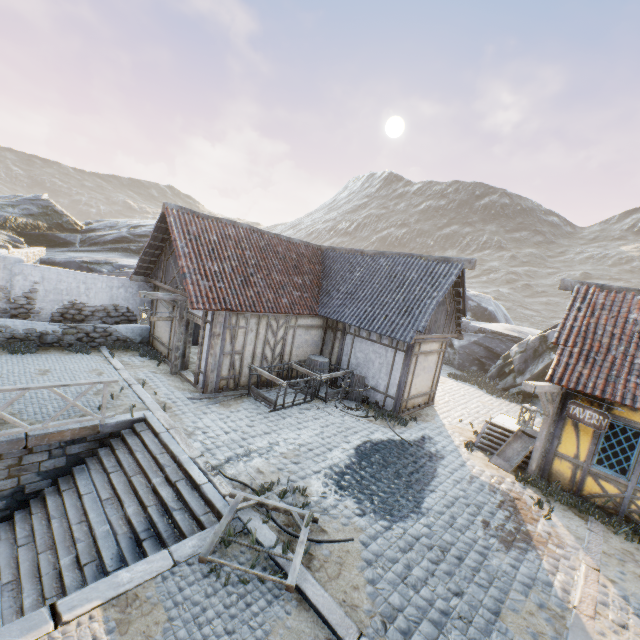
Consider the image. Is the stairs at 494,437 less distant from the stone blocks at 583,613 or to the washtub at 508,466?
the washtub at 508,466

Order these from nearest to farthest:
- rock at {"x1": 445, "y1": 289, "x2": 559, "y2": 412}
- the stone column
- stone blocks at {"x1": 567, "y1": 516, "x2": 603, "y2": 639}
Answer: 1. stone blocks at {"x1": 567, "y1": 516, "x2": 603, "y2": 639}
2. the stone column
3. rock at {"x1": 445, "y1": 289, "x2": 559, "y2": 412}

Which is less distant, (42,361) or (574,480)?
(574,480)

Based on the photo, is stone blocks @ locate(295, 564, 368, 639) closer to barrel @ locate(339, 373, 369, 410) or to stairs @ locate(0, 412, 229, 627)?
stairs @ locate(0, 412, 229, 627)

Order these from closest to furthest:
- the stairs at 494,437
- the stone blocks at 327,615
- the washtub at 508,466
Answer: the stone blocks at 327,615
the washtub at 508,466
the stairs at 494,437

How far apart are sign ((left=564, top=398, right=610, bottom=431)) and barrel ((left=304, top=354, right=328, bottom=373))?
7.7m

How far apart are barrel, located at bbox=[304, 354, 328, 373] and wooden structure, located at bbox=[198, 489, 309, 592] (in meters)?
6.74

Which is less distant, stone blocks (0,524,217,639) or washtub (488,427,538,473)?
stone blocks (0,524,217,639)
